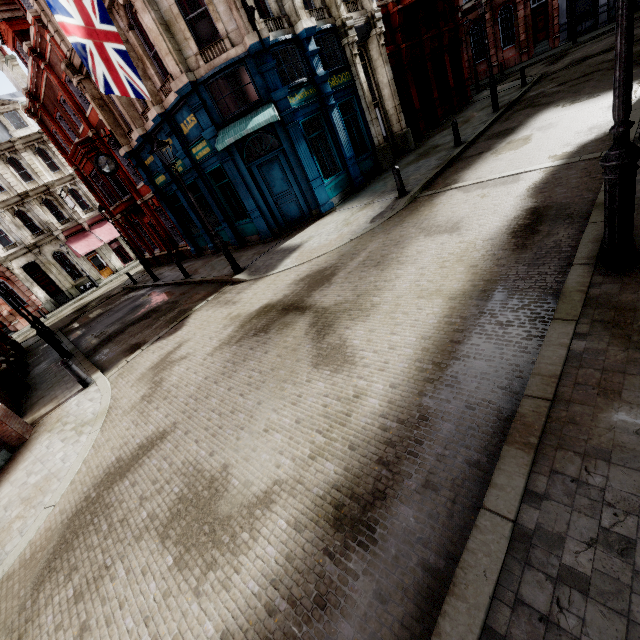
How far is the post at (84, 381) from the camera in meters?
8.5 m

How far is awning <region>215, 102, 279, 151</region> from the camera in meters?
10.4 m

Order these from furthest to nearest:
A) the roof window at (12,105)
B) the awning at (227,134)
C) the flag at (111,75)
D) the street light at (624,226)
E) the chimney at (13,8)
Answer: the roof window at (12,105) → the chimney at (13,8) → the awning at (227,134) → the flag at (111,75) → the street light at (624,226)

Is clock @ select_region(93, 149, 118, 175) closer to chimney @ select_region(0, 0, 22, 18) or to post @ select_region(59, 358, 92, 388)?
post @ select_region(59, 358, 92, 388)

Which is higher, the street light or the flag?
the flag

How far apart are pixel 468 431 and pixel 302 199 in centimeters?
1222cm

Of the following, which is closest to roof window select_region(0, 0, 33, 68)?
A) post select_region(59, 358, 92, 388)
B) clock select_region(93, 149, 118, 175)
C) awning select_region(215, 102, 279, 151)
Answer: clock select_region(93, 149, 118, 175)

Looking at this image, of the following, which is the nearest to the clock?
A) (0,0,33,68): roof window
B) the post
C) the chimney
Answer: (0,0,33,68): roof window
